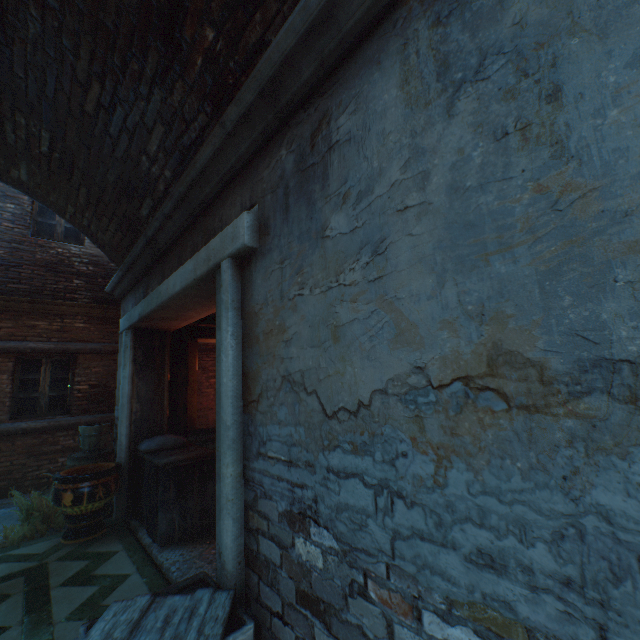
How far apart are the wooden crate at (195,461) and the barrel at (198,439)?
0.3m

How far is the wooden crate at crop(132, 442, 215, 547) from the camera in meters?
3.9

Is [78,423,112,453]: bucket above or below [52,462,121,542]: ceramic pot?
above

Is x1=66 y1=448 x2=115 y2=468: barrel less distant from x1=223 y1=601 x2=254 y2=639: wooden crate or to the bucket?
the bucket

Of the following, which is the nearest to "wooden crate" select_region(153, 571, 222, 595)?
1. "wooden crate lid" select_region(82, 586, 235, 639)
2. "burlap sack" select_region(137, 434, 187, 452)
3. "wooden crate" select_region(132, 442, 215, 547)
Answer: "wooden crate lid" select_region(82, 586, 235, 639)

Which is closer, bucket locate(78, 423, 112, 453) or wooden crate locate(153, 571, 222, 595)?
wooden crate locate(153, 571, 222, 595)

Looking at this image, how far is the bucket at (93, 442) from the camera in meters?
5.2

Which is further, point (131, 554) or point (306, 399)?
point (131, 554)
